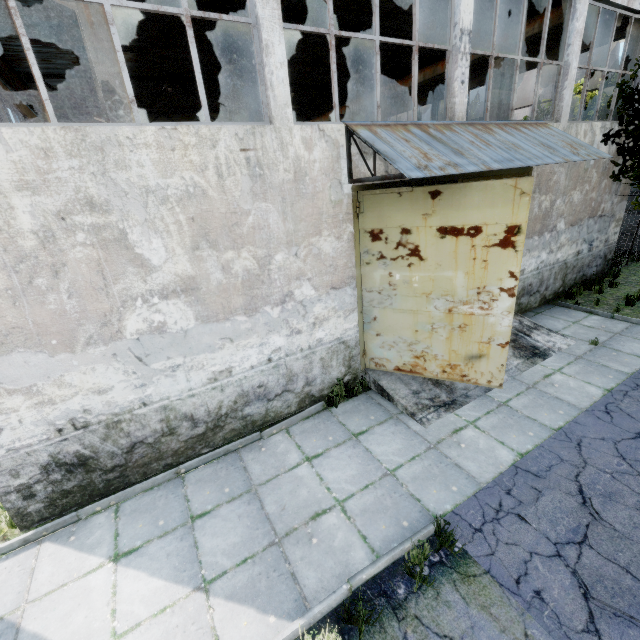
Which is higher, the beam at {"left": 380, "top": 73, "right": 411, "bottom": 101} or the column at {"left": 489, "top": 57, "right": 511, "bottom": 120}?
the beam at {"left": 380, "top": 73, "right": 411, "bottom": 101}

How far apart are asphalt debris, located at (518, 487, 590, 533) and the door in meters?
2.0

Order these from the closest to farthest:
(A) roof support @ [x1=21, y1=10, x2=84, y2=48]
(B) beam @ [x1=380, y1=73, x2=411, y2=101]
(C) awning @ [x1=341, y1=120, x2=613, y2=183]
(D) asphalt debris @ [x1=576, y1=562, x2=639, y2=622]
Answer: (D) asphalt debris @ [x1=576, y1=562, x2=639, y2=622]
(C) awning @ [x1=341, y1=120, x2=613, y2=183]
(A) roof support @ [x1=21, y1=10, x2=84, y2=48]
(B) beam @ [x1=380, y1=73, x2=411, y2=101]

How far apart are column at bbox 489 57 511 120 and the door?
8.9m

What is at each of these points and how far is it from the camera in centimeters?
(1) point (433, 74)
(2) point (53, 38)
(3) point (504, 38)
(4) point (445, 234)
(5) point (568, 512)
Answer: (1) beam, 1342cm
(2) roof support, 872cm
(3) beam, 1085cm
(4) door, 566cm
(5) asphalt debris, 438cm

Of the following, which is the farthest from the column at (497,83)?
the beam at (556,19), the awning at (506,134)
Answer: the awning at (506,134)

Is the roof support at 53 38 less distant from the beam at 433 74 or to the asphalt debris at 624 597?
the beam at 433 74

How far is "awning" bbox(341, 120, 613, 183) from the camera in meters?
5.0
